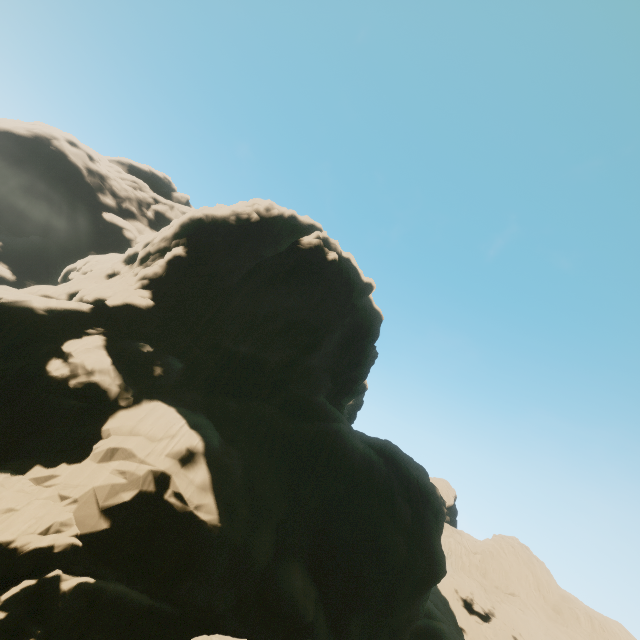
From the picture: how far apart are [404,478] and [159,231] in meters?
39.2

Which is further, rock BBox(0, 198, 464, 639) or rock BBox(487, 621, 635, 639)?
rock BBox(487, 621, 635, 639)

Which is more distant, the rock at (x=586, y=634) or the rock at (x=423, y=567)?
the rock at (x=586, y=634)
